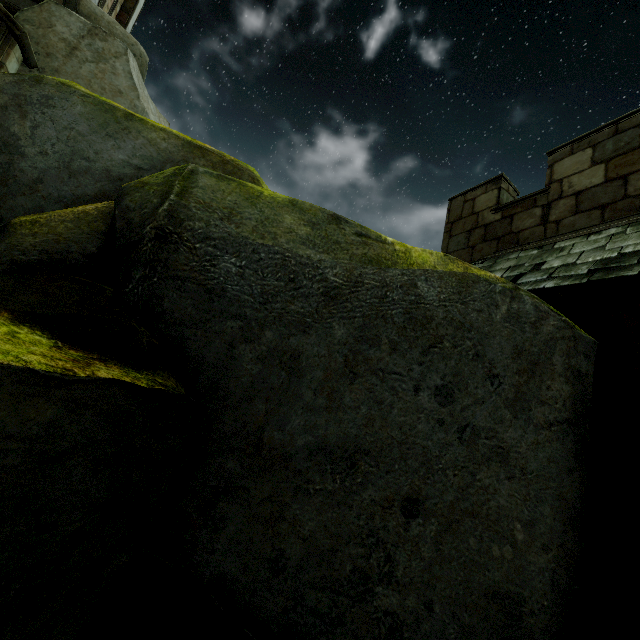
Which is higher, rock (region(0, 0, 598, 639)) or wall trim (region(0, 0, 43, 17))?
wall trim (region(0, 0, 43, 17))

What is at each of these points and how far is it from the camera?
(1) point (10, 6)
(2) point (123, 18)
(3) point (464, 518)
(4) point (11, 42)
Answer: (1) wall trim, 8.9m
(2) building, 15.5m
(3) rock, 2.8m
(4) building, 6.9m

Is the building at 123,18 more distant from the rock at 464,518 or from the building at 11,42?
the building at 11,42

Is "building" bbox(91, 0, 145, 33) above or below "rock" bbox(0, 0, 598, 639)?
above

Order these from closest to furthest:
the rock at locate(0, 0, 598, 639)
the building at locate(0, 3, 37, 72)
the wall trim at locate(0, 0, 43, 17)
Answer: the rock at locate(0, 0, 598, 639)
the building at locate(0, 3, 37, 72)
the wall trim at locate(0, 0, 43, 17)

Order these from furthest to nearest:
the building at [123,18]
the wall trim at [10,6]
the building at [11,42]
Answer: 1. the building at [123,18]
2. the wall trim at [10,6]
3. the building at [11,42]

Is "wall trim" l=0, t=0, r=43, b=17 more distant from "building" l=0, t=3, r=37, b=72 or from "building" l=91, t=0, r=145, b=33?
"building" l=0, t=3, r=37, b=72

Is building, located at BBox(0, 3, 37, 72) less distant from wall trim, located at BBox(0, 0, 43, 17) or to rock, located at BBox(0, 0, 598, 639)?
rock, located at BBox(0, 0, 598, 639)
